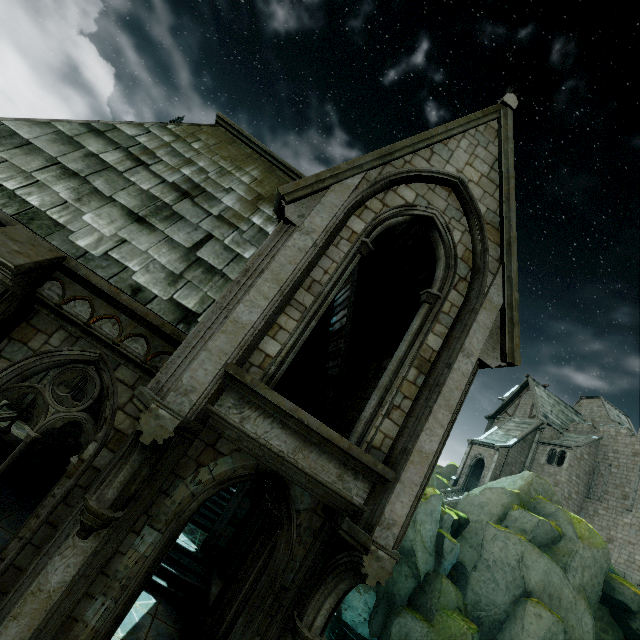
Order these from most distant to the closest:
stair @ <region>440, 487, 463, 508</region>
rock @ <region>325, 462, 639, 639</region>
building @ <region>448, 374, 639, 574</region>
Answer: stair @ <region>440, 487, 463, 508</region>, building @ <region>448, 374, 639, 574</region>, rock @ <region>325, 462, 639, 639</region>

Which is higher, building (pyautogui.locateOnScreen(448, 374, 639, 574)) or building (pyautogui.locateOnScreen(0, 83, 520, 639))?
building (pyautogui.locateOnScreen(448, 374, 639, 574))

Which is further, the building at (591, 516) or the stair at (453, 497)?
the stair at (453, 497)

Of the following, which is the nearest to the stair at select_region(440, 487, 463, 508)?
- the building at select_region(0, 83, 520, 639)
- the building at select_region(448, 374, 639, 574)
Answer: the building at select_region(448, 374, 639, 574)

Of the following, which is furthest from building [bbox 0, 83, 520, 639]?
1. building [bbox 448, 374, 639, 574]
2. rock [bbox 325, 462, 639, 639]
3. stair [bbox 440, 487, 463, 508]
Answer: building [bbox 448, 374, 639, 574]

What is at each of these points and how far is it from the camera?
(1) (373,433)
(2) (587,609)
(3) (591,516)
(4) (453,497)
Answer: (1) building, 5.4 meters
(2) rock, 17.5 meters
(3) building, 27.8 meters
(4) stair, 31.5 meters

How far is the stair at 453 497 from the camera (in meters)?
30.74

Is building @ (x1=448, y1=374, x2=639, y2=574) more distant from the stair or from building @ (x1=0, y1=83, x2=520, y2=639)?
building @ (x1=0, y1=83, x2=520, y2=639)
